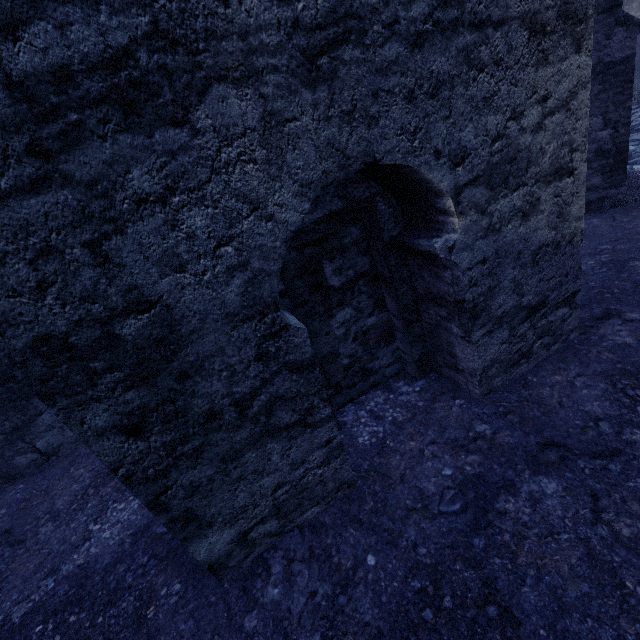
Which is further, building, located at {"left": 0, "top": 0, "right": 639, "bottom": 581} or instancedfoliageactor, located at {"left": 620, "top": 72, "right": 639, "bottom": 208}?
instancedfoliageactor, located at {"left": 620, "top": 72, "right": 639, "bottom": 208}

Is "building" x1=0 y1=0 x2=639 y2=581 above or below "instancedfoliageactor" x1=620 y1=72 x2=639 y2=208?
above

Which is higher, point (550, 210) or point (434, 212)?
point (434, 212)

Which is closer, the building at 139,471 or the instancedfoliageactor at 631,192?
the building at 139,471

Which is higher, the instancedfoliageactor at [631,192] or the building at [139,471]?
the building at [139,471]
